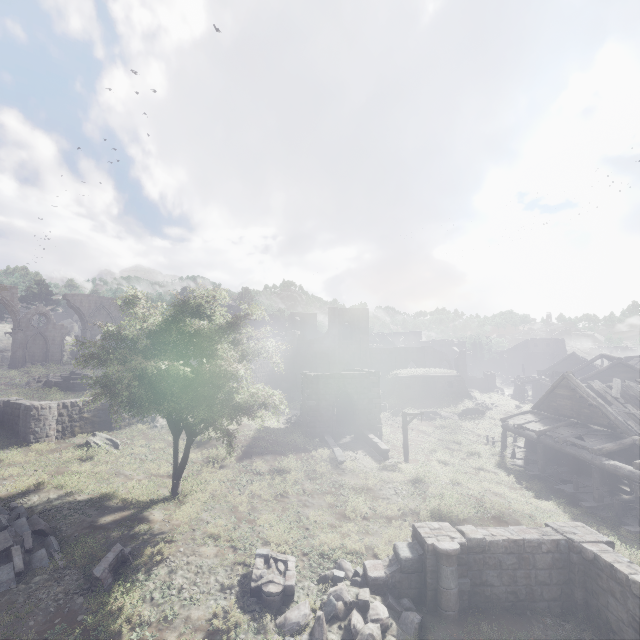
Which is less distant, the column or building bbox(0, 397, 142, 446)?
building bbox(0, 397, 142, 446)

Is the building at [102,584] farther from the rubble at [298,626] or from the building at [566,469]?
the building at [566,469]

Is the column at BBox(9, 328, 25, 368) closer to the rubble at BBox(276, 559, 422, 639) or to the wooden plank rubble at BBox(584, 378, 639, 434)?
the rubble at BBox(276, 559, 422, 639)

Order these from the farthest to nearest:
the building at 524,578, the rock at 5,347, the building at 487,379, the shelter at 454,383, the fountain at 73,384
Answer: the building at 487,379, the rock at 5,347, the shelter at 454,383, the fountain at 73,384, the building at 524,578

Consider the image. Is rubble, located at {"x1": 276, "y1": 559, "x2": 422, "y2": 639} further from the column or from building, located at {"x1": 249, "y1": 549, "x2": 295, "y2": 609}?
the column

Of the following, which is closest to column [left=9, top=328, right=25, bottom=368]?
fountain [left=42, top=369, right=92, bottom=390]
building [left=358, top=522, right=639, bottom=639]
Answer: fountain [left=42, top=369, right=92, bottom=390]

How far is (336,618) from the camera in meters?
8.8 m

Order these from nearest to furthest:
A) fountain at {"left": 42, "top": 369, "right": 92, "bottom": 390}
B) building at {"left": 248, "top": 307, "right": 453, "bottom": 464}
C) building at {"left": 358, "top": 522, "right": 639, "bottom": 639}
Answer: building at {"left": 358, "top": 522, "right": 639, "bottom": 639} → building at {"left": 248, "top": 307, "right": 453, "bottom": 464} → fountain at {"left": 42, "top": 369, "right": 92, "bottom": 390}
